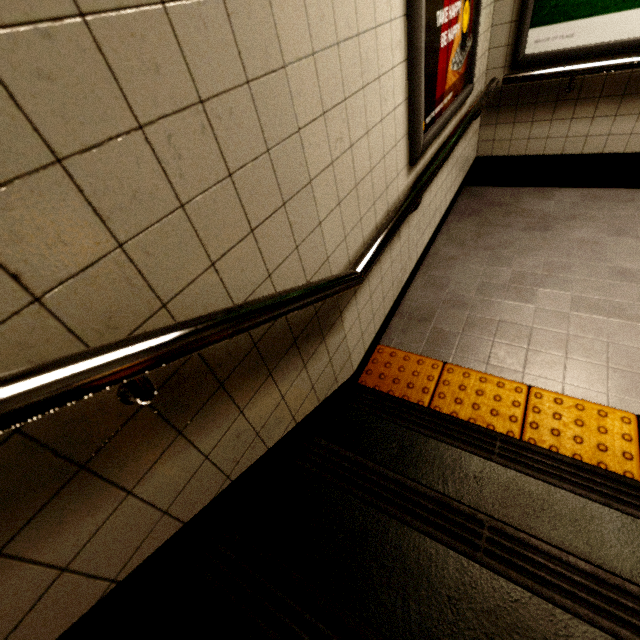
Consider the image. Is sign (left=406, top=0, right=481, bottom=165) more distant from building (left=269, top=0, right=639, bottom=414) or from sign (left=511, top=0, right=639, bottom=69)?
sign (left=511, top=0, right=639, bottom=69)

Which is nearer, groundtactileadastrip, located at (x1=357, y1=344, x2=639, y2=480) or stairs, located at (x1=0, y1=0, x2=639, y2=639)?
stairs, located at (x1=0, y1=0, x2=639, y2=639)

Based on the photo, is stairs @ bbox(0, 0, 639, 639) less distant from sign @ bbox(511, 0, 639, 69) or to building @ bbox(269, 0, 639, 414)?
building @ bbox(269, 0, 639, 414)

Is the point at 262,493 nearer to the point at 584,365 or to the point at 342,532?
the point at 342,532

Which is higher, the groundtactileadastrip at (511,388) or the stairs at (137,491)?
the stairs at (137,491)

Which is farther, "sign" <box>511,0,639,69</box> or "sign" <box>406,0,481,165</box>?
"sign" <box>511,0,639,69</box>

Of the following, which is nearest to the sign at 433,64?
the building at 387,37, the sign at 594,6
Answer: the building at 387,37

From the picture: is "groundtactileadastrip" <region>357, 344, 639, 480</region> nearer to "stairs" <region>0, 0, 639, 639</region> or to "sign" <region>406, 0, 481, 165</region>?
"stairs" <region>0, 0, 639, 639</region>
